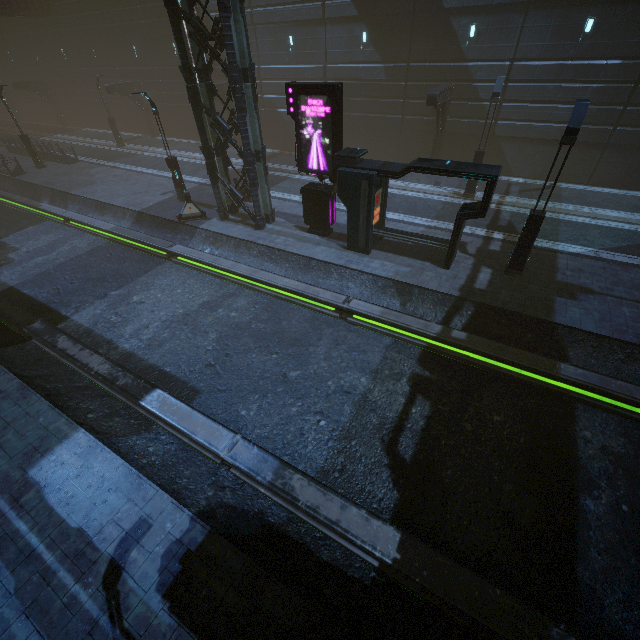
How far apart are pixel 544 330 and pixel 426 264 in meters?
4.9

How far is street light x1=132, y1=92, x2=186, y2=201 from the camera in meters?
16.6

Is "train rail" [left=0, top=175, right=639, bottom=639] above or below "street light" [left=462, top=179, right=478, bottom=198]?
below

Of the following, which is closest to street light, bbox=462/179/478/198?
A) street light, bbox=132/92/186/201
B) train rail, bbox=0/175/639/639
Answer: train rail, bbox=0/175/639/639

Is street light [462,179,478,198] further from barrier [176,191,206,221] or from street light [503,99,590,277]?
barrier [176,191,206,221]

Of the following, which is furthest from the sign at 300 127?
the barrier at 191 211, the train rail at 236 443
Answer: the barrier at 191 211

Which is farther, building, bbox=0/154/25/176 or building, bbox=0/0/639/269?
building, bbox=0/154/25/176
